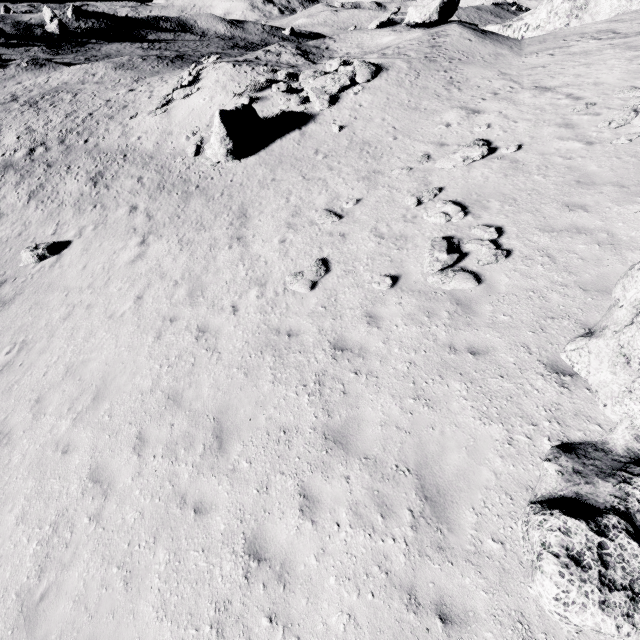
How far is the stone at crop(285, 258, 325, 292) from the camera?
9.1m

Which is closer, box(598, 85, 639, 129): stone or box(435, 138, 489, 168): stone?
box(598, 85, 639, 129): stone

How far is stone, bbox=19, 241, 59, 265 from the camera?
14.3m

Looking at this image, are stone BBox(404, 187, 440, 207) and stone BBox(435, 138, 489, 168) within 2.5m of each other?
yes

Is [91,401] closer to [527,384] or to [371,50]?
[527,384]

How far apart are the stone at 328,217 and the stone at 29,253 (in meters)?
12.24

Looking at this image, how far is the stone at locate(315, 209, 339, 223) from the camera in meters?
11.1 m

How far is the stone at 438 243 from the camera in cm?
753
